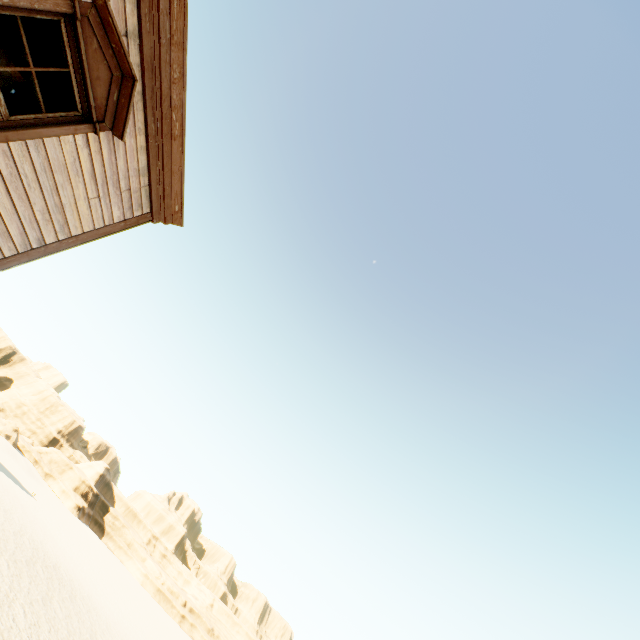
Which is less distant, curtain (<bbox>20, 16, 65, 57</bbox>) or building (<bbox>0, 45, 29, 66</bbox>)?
curtain (<bbox>20, 16, 65, 57</bbox>)

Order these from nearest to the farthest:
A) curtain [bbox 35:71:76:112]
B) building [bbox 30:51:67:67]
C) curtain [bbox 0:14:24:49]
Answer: curtain [bbox 0:14:24:49] → curtain [bbox 35:71:76:112] → building [bbox 30:51:67:67]

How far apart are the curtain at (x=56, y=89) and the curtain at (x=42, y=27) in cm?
10

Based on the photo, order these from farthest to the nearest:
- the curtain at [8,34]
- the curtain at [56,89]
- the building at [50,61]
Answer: the building at [50,61] → the curtain at [56,89] → the curtain at [8,34]

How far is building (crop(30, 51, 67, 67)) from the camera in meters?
4.7

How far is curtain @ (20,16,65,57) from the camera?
3.15m

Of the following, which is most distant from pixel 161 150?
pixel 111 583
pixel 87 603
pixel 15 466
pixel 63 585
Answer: pixel 15 466

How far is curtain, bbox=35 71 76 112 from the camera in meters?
3.5 m
